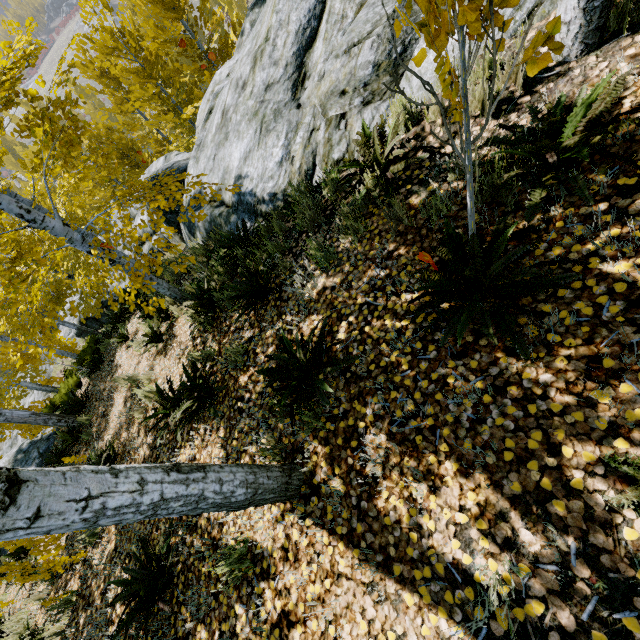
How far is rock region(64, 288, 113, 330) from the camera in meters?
17.8

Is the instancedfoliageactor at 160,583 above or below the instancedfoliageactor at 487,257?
below

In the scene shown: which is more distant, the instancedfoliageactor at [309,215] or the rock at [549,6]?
the instancedfoliageactor at [309,215]

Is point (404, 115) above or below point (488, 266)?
below

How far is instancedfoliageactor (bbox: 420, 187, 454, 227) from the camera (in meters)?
2.67

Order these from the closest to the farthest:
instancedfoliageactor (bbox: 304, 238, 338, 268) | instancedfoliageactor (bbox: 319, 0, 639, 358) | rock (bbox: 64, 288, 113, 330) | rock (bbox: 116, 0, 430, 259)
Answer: instancedfoliageactor (bbox: 319, 0, 639, 358)
instancedfoliageactor (bbox: 304, 238, 338, 268)
rock (bbox: 116, 0, 430, 259)
rock (bbox: 64, 288, 113, 330)

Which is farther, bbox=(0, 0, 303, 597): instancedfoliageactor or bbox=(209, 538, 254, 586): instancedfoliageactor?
bbox=(209, 538, 254, 586): instancedfoliageactor
